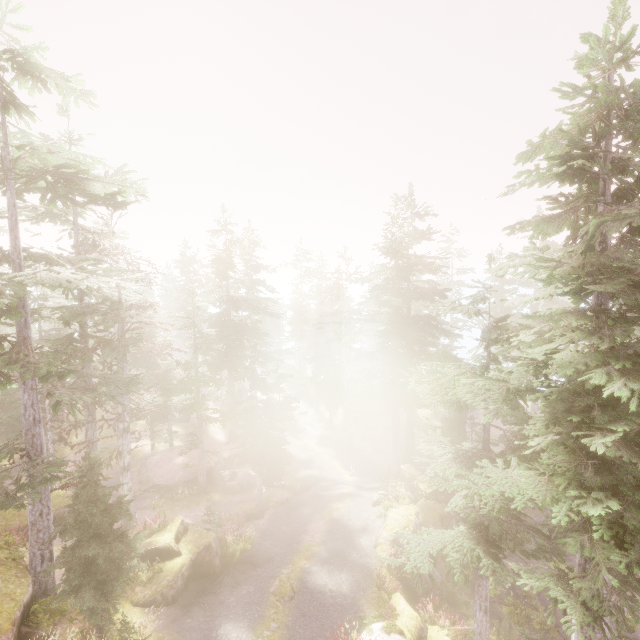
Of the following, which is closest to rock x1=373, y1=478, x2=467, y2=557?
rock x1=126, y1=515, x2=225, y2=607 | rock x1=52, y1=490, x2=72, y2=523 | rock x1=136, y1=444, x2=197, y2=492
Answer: rock x1=126, y1=515, x2=225, y2=607

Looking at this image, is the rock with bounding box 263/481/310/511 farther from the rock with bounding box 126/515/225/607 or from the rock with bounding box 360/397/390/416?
the rock with bounding box 360/397/390/416

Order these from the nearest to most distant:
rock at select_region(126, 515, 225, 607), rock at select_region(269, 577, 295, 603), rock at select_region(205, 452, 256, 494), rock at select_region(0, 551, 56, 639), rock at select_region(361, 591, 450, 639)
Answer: rock at select_region(0, 551, 56, 639), rock at select_region(361, 591, 450, 639), rock at select_region(126, 515, 225, 607), rock at select_region(269, 577, 295, 603), rock at select_region(205, 452, 256, 494)

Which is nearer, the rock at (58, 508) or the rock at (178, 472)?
the rock at (58, 508)

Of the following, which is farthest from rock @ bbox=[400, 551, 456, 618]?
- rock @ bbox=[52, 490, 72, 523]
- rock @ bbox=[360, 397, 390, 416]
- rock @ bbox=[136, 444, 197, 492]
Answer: rock @ bbox=[136, 444, 197, 492]

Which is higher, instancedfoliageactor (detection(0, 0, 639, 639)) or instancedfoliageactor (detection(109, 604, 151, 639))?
instancedfoliageactor (detection(0, 0, 639, 639))

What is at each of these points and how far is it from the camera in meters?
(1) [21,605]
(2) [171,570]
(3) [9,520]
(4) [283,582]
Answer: (1) rock, 10.5
(2) rock, 15.0
(3) rock, 19.0
(4) rock, 15.7

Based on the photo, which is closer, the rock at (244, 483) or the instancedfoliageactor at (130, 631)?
the instancedfoliageactor at (130, 631)
